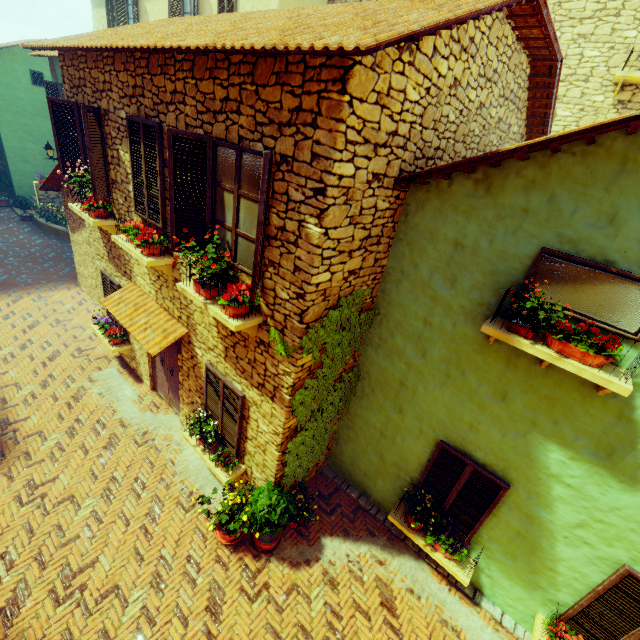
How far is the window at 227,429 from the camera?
5.7m

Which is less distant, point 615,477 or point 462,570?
point 615,477

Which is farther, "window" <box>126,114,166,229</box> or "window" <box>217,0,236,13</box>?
"window" <box>217,0,236,13</box>

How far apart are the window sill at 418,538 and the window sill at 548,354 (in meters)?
3.34

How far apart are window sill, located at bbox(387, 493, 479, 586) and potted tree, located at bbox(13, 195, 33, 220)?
22.8m

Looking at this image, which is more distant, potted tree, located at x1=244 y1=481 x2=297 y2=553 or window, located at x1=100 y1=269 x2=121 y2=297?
window, located at x1=100 y1=269 x2=121 y2=297

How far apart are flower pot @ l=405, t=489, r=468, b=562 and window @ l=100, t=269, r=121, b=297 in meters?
8.1

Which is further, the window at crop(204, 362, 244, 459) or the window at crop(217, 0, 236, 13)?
the window at crop(217, 0, 236, 13)
